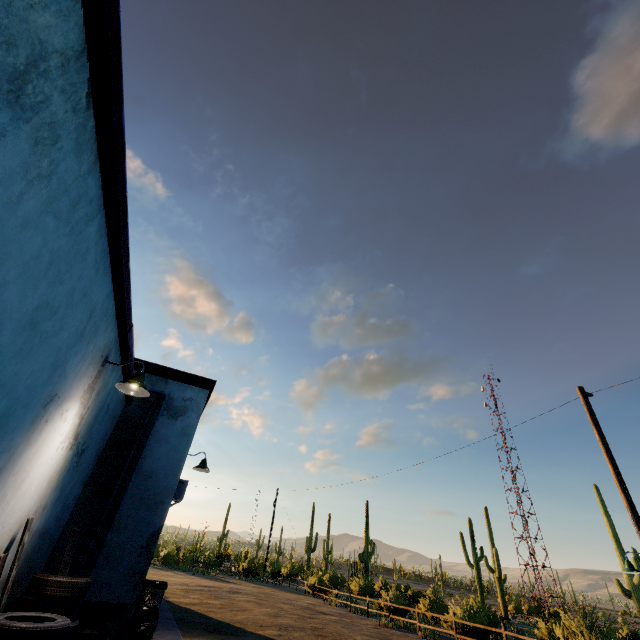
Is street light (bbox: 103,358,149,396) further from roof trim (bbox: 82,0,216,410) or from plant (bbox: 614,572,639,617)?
plant (bbox: 614,572,639,617)

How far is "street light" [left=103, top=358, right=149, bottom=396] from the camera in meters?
4.4 m

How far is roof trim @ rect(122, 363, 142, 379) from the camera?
5.68m

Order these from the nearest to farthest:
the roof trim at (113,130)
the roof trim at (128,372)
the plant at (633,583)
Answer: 1. the roof trim at (113,130)
2. the roof trim at (128,372)
3. the plant at (633,583)

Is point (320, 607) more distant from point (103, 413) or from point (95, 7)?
point (95, 7)

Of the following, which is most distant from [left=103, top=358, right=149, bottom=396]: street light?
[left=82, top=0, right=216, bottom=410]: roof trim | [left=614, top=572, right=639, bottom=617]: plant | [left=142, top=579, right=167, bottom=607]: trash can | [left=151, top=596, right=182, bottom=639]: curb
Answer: [left=614, top=572, right=639, bottom=617]: plant

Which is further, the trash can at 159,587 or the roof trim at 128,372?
the trash can at 159,587

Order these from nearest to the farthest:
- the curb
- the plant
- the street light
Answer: the street light
the curb
the plant
